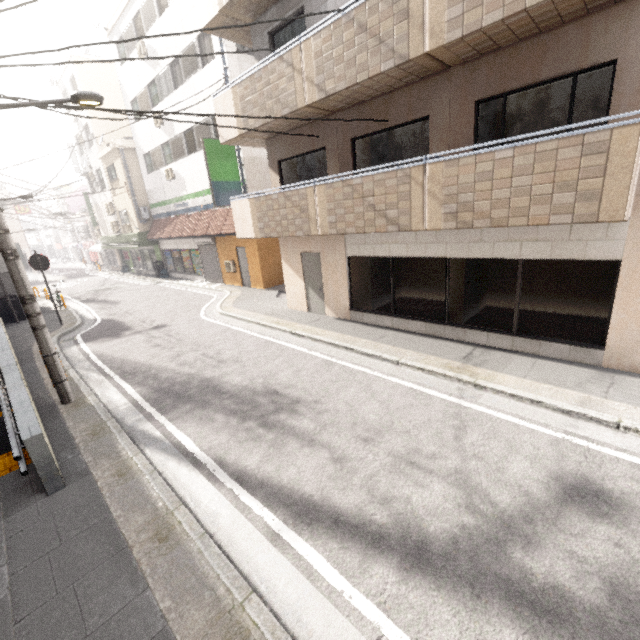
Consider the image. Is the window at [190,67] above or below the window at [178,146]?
above

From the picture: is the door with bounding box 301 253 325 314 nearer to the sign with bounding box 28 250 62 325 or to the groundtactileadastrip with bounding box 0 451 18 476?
the groundtactileadastrip with bounding box 0 451 18 476

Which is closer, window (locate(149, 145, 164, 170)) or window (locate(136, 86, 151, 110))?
window (locate(136, 86, 151, 110))

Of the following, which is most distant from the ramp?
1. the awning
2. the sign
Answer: the awning

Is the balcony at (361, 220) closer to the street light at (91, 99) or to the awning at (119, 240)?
the awning at (119, 240)

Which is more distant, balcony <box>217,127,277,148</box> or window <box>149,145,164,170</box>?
window <box>149,145,164,170</box>

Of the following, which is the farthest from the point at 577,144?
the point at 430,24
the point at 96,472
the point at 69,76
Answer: the point at 69,76

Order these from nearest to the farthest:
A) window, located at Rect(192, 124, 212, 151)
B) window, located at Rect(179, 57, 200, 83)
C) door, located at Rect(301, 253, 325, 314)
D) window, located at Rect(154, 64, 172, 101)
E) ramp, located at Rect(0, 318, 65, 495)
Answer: ramp, located at Rect(0, 318, 65, 495) < door, located at Rect(301, 253, 325, 314) < window, located at Rect(179, 57, 200, 83) < window, located at Rect(192, 124, 212, 151) < window, located at Rect(154, 64, 172, 101)
